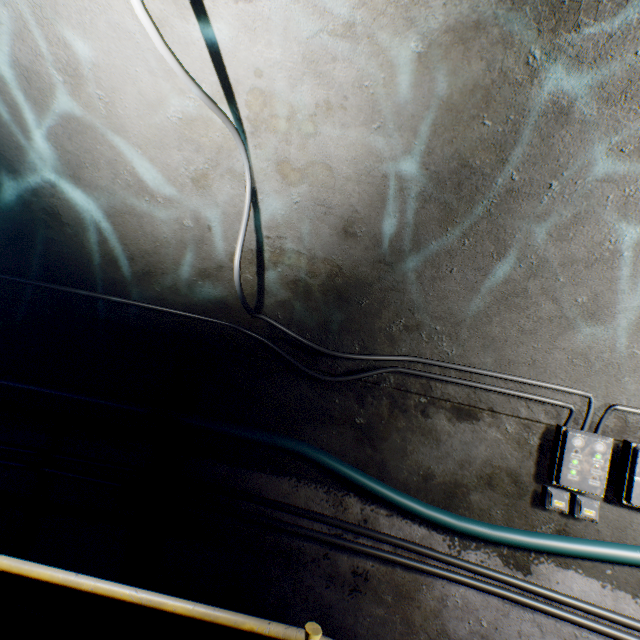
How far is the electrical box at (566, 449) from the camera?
2.13m

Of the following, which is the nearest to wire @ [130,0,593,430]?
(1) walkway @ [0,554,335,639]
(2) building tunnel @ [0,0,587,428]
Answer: (2) building tunnel @ [0,0,587,428]

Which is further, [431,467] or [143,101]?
[431,467]

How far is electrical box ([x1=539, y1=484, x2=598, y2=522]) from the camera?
2.16m

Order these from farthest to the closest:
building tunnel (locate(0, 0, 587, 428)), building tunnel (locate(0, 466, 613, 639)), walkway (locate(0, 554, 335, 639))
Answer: building tunnel (locate(0, 466, 613, 639))
building tunnel (locate(0, 0, 587, 428))
walkway (locate(0, 554, 335, 639))

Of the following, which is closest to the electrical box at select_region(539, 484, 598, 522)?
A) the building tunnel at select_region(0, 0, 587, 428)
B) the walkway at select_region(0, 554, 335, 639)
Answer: the building tunnel at select_region(0, 0, 587, 428)

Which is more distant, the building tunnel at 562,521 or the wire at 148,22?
the building tunnel at 562,521

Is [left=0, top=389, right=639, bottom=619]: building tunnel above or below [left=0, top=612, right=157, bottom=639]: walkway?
above
